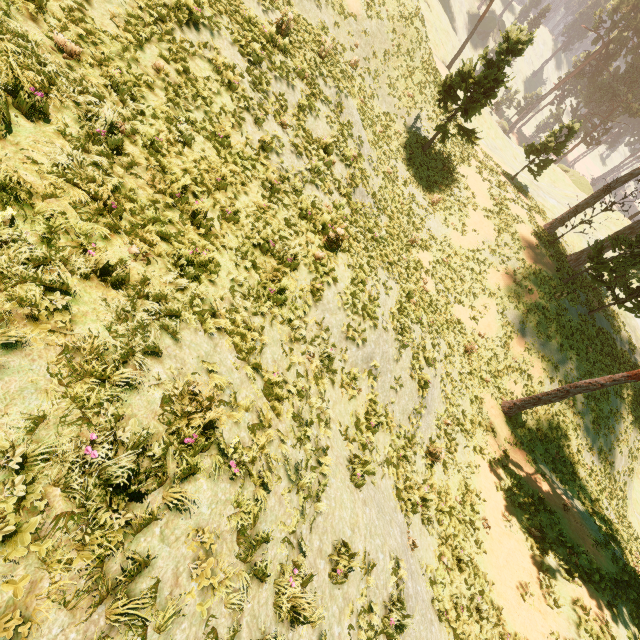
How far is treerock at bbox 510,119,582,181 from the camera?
27.36m

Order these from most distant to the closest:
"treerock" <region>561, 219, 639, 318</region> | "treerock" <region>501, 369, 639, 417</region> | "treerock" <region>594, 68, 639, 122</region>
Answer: "treerock" <region>594, 68, 639, 122</region>
"treerock" <region>561, 219, 639, 318</region>
"treerock" <region>501, 369, 639, 417</region>

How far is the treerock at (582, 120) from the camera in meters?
27.4 m

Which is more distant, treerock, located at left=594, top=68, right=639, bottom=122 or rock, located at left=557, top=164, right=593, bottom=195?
treerock, located at left=594, top=68, right=639, bottom=122

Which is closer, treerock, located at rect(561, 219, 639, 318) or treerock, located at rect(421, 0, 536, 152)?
treerock, located at rect(421, 0, 536, 152)

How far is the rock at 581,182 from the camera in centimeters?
5112cm

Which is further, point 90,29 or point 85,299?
point 90,29
